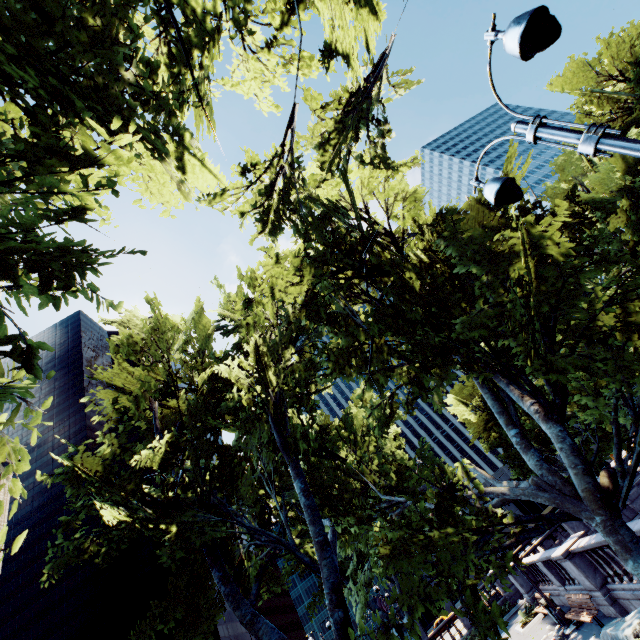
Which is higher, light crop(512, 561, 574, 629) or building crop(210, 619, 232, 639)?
building crop(210, 619, 232, 639)

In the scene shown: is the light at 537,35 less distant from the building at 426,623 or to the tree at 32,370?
the tree at 32,370

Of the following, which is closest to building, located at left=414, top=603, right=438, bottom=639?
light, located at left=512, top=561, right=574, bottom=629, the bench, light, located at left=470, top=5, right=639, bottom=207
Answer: light, located at left=512, top=561, right=574, bottom=629

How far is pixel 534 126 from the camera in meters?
3.9

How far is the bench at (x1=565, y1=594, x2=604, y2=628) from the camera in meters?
11.9 m

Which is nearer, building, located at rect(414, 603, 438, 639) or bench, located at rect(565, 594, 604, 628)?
bench, located at rect(565, 594, 604, 628)

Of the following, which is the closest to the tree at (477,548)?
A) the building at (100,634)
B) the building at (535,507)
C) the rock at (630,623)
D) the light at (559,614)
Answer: the rock at (630,623)

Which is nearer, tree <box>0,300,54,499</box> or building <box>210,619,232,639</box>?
tree <box>0,300,54,499</box>
